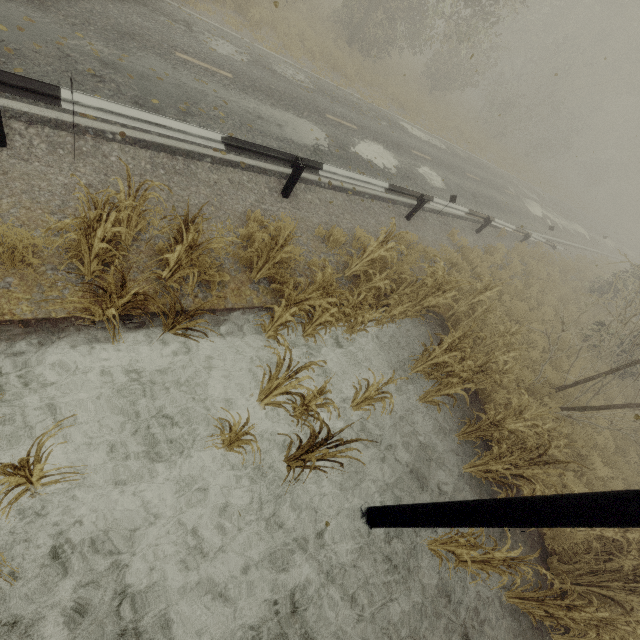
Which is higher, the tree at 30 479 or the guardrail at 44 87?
the guardrail at 44 87

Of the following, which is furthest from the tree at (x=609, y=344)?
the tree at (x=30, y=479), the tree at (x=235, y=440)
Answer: the tree at (x=30, y=479)

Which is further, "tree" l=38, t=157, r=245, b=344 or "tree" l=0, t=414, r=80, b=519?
"tree" l=38, t=157, r=245, b=344

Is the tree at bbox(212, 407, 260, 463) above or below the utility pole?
below

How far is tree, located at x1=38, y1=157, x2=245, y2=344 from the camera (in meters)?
3.42

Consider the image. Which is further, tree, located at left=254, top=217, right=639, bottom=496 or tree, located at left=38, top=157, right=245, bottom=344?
tree, located at left=254, top=217, right=639, bottom=496

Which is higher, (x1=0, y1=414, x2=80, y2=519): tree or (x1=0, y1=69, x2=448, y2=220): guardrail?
(x1=0, y1=69, x2=448, y2=220): guardrail

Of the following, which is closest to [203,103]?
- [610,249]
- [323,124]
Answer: [323,124]
